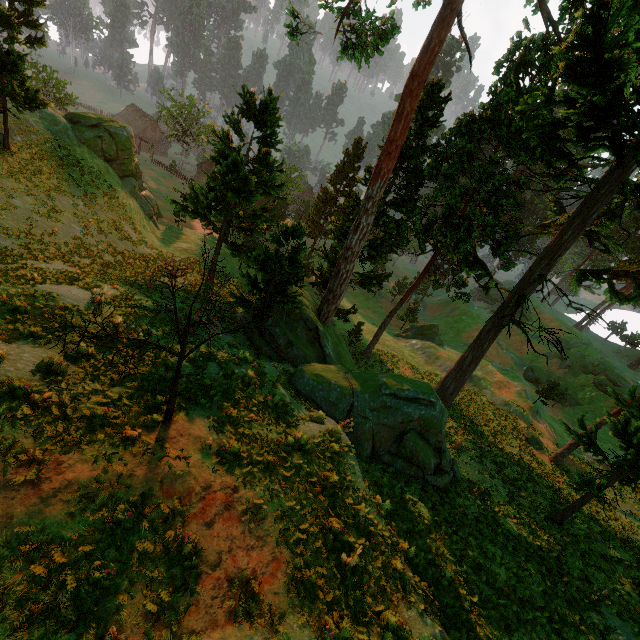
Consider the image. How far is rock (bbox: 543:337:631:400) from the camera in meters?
45.3

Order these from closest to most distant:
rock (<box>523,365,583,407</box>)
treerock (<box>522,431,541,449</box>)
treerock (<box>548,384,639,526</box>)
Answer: treerock (<box>548,384,639,526</box>) → treerock (<box>522,431,541,449</box>) → rock (<box>523,365,583,407</box>)

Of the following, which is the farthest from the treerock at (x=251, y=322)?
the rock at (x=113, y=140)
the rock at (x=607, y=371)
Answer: the rock at (x=607, y=371)

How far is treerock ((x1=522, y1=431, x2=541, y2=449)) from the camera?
28.22m

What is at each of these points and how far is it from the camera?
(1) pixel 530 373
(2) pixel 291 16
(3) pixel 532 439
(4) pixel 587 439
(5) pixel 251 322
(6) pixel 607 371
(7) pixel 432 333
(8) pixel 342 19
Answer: (1) rock, 51.4 meters
(2) treerock, 22.8 meters
(3) treerock, 28.6 meters
(4) treerock, 16.3 meters
(5) treerock, 7.9 meters
(6) rock, 47.8 meters
(7) treerock, 46.2 meters
(8) treerock, 20.9 meters

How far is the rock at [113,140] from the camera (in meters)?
31.12

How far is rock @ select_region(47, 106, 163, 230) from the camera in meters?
31.1 m
